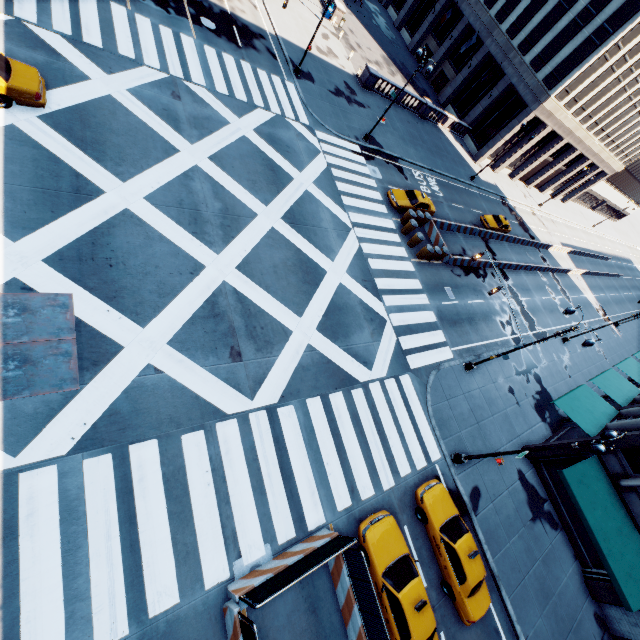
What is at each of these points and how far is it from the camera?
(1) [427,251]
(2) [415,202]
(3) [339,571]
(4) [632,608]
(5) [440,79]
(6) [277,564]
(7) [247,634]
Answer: (1) traffic cone, 24.3 meters
(2) vehicle, 26.4 meters
(3) concrete barrier, 11.6 meters
(4) building, 15.7 meters
(5) door, 47.9 meters
(6) concrete barrier, 10.7 meters
(7) fence, 8.7 meters

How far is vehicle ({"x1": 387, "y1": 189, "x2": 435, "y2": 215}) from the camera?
25.80m

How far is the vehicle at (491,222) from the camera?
34.91m

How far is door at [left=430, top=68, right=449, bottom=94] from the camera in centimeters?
4723cm

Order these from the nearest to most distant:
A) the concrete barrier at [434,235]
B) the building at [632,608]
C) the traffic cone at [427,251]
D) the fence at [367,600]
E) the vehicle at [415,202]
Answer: the fence at [367,600] < the building at [632,608] < the traffic cone at [427,251] < the vehicle at [415,202] < the concrete barrier at [434,235]

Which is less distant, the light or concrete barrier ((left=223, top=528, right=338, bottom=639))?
concrete barrier ((left=223, top=528, right=338, bottom=639))

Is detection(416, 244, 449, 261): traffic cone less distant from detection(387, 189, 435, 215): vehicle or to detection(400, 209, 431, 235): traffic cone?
detection(400, 209, 431, 235): traffic cone

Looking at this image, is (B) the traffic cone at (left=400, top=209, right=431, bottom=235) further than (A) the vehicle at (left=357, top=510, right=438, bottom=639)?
Yes
